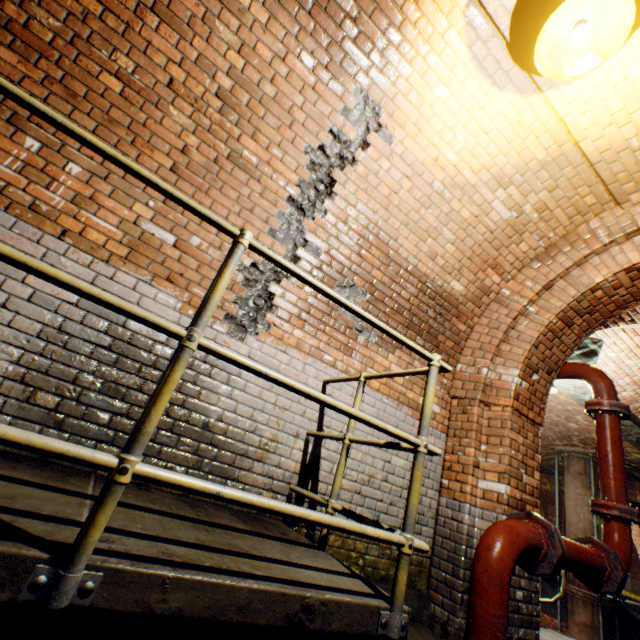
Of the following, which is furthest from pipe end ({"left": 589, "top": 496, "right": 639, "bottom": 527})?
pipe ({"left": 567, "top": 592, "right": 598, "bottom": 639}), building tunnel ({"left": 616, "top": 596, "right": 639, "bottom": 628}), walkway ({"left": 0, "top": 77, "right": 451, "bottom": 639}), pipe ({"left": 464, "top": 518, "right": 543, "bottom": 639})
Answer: building tunnel ({"left": 616, "top": 596, "right": 639, "bottom": 628})

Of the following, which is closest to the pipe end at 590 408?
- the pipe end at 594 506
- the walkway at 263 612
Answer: the pipe end at 594 506

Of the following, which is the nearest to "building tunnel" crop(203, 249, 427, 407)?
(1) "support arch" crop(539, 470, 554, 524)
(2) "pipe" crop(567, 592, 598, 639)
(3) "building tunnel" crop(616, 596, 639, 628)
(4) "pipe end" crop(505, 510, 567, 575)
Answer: (4) "pipe end" crop(505, 510, 567, 575)

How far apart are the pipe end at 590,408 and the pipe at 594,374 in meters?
0.0

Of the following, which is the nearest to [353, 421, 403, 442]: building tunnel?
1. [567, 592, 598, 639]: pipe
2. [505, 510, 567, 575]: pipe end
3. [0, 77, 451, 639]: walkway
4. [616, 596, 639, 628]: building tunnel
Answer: [0, 77, 451, 639]: walkway

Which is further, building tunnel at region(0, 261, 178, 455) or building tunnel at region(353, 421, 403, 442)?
building tunnel at region(353, 421, 403, 442)

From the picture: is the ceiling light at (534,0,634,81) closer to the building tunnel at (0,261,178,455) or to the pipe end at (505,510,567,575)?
the building tunnel at (0,261,178,455)

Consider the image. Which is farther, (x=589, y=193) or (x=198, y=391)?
(x=589, y=193)
